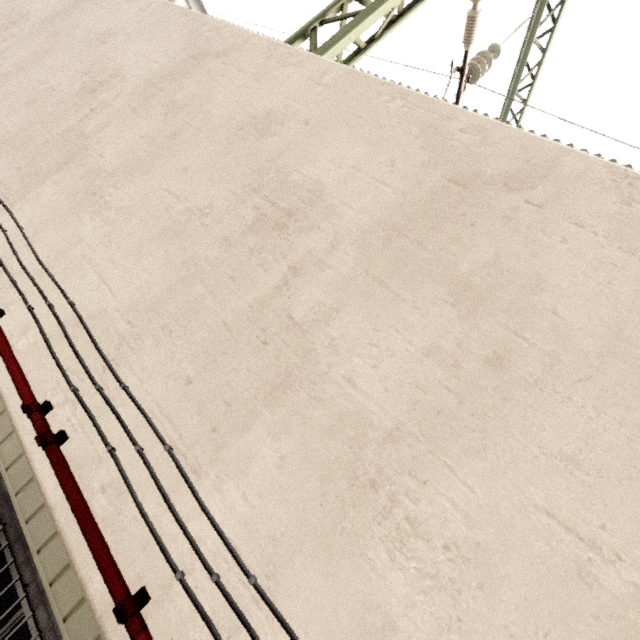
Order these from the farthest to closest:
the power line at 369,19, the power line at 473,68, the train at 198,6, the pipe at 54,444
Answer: the train at 198,6, the power line at 473,68, the power line at 369,19, the pipe at 54,444

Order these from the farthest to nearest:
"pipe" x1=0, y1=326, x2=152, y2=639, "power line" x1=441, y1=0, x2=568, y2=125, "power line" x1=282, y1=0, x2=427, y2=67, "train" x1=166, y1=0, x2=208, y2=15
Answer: "train" x1=166, y1=0, x2=208, y2=15, "power line" x1=441, y1=0, x2=568, y2=125, "power line" x1=282, y1=0, x2=427, y2=67, "pipe" x1=0, y1=326, x2=152, y2=639

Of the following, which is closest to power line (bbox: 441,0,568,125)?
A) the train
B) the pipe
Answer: the pipe

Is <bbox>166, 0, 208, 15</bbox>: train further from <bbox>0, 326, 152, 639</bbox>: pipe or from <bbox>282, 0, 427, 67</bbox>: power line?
<bbox>282, 0, 427, 67</bbox>: power line

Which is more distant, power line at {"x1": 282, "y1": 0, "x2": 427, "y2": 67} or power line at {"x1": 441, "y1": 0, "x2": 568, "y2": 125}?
power line at {"x1": 441, "y1": 0, "x2": 568, "y2": 125}

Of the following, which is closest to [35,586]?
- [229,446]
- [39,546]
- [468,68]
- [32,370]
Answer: [39,546]

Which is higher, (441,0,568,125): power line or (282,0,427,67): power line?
(441,0,568,125): power line

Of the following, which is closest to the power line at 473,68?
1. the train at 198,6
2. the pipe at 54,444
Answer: the pipe at 54,444
